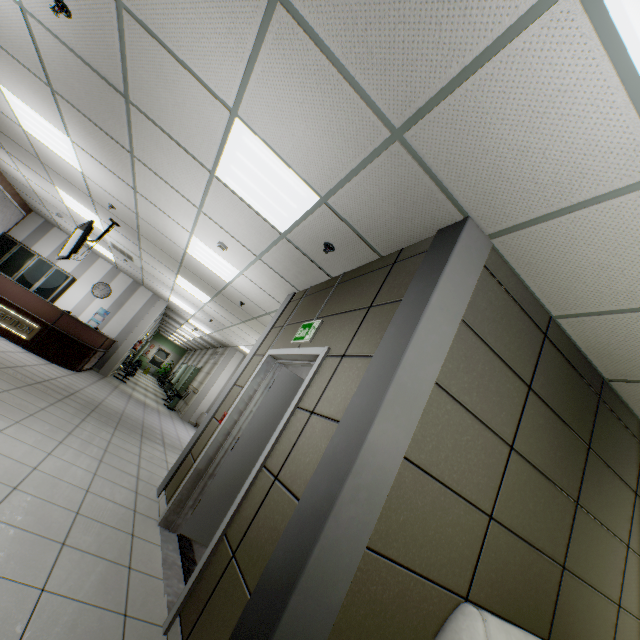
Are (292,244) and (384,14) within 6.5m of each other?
yes

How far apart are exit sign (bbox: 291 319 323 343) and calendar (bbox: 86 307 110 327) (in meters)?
10.51

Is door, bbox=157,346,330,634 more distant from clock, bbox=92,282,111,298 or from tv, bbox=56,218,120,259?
clock, bbox=92,282,111,298

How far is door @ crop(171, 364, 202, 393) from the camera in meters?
16.9

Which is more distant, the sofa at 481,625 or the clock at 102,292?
the clock at 102,292

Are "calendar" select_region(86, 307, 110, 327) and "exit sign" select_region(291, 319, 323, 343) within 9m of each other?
no

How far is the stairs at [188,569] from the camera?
2.8 meters

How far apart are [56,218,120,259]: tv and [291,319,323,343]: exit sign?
5.0m
